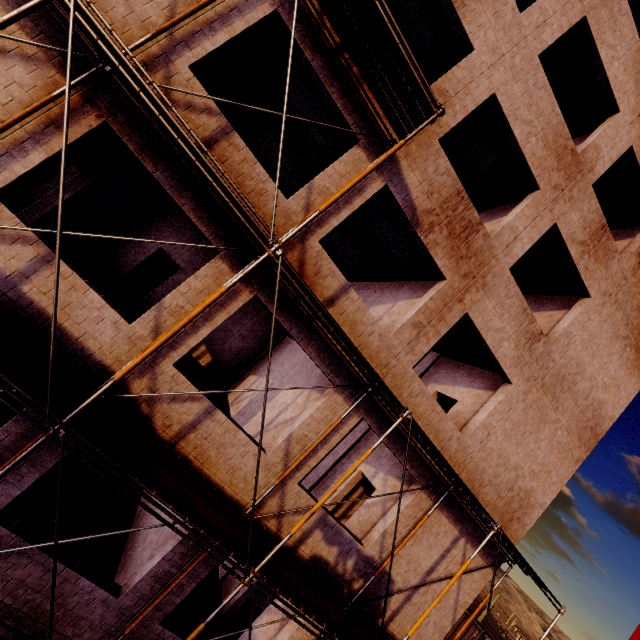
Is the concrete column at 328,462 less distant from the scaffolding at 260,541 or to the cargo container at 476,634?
the scaffolding at 260,541

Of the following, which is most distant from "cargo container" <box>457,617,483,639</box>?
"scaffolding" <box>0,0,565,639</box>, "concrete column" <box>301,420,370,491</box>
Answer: "concrete column" <box>301,420,370,491</box>

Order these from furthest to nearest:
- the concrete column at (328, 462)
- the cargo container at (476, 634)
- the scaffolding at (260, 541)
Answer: the cargo container at (476, 634)
the concrete column at (328, 462)
the scaffolding at (260, 541)

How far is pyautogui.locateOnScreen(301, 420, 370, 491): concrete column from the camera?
12.12m

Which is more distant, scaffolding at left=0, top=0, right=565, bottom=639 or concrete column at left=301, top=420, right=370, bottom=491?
concrete column at left=301, top=420, right=370, bottom=491

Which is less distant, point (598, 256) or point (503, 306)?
point (503, 306)

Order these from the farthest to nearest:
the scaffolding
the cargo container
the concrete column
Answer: the cargo container
the concrete column
the scaffolding

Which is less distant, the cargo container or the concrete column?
the concrete column
